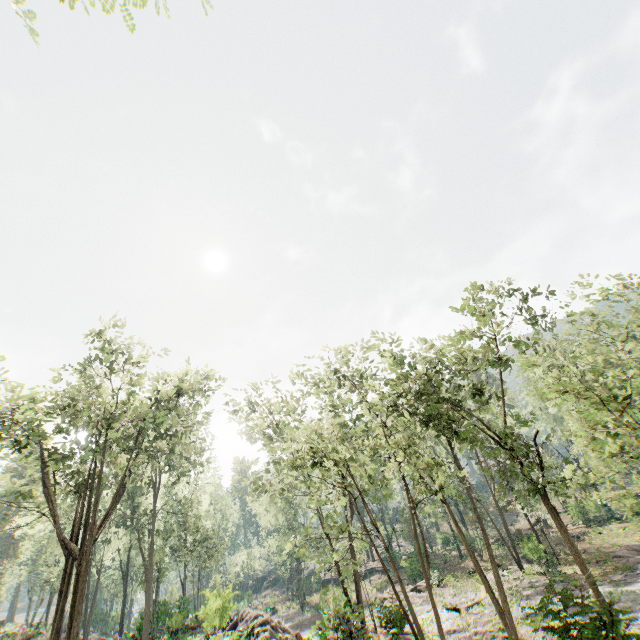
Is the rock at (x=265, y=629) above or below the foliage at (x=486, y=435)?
below

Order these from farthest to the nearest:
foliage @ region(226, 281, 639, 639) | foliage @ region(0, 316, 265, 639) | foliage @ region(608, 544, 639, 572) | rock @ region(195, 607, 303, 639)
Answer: foliage @ region(608, 544, 639, 572) → rock @ region(195, 607, 303, 639) → foliage @ region(0, 316, 265, 639) → foliage @ region(226, 281, 639, 639)

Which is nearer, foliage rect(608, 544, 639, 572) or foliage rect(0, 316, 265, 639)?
foliage rect(0, 316, 265, 639)

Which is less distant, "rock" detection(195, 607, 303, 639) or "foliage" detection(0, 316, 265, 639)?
"foliage" detection(0, 316, 265, 639)

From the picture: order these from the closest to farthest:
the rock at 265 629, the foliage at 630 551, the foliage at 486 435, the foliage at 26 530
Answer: the foliage at 486 435 < the foliage at 26 530 < the rock at 265 629 < the foliage at 630 551

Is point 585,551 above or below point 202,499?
below
